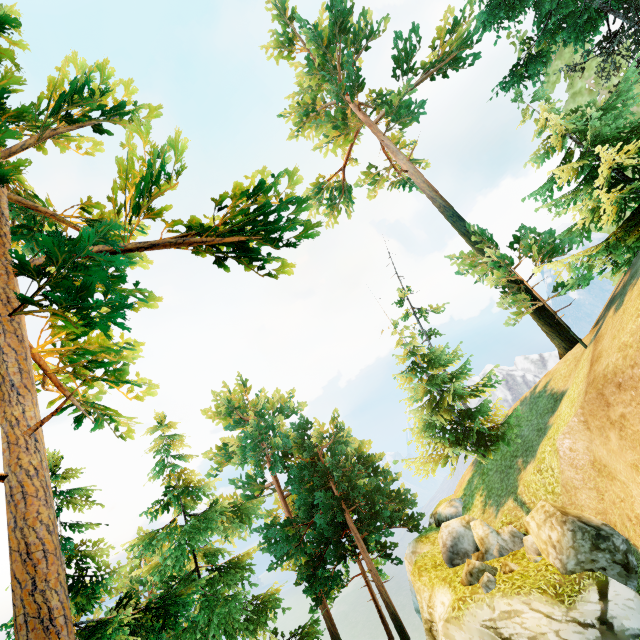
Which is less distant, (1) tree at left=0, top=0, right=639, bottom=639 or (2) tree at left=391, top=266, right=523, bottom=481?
(1) tree at left=0, top=0, right=639, bottom=639

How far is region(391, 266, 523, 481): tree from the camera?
17.0m

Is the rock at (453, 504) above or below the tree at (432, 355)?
below

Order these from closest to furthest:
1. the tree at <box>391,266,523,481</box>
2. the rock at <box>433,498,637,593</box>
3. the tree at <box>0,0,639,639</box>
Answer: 1. the tree at <box>0,0,639,639</box>
2. the rock at <box>433,498,637,593</box>
3. the tree at <box>391,266,523,481</box>

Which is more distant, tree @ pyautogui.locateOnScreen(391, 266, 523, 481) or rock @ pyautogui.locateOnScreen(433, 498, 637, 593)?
tree @ pyautogui.locateOnScreen(391, 266, 523, 481)

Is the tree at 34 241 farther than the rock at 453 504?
No

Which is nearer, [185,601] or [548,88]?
[185,601]
